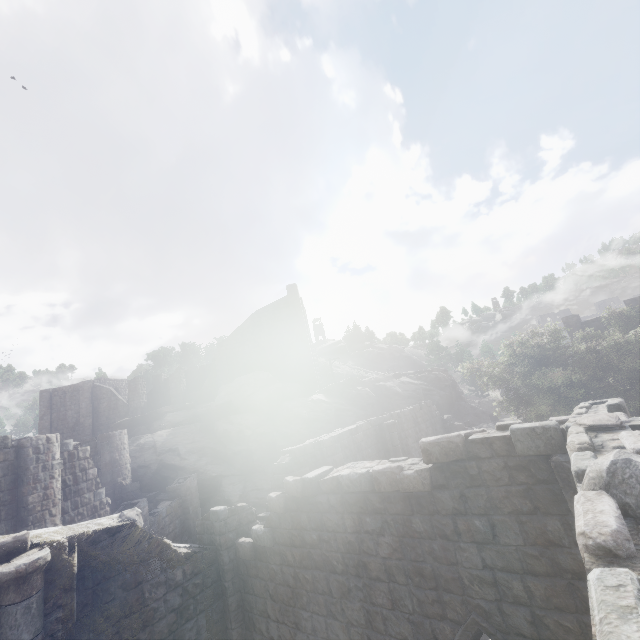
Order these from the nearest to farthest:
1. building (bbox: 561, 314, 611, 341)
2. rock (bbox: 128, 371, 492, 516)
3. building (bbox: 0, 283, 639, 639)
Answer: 1. building (bbox: 0, 283, 639, 639)
2. rock (bbox: 128, 371, 492, 516)
3. building (bbox: 561, 314, 611, 341)

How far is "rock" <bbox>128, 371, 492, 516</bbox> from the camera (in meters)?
23.58

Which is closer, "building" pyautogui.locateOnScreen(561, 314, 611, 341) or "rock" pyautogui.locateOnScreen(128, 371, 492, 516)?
"rock" pyautogui.locateOnScreen(128, 371, 492, 516)

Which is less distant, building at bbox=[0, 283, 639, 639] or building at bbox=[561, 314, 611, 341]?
building at bbox=[0, 283, 639, 639]

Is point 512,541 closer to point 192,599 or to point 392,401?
point 192,599

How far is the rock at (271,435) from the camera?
23.58m

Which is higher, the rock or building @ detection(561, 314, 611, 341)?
building @ detection(561, 314, 611, 341)

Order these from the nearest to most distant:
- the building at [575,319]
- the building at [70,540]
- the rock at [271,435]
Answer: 1. the building at [70,540]
2. the rock at [271,435]
3. the building at [575,319]
